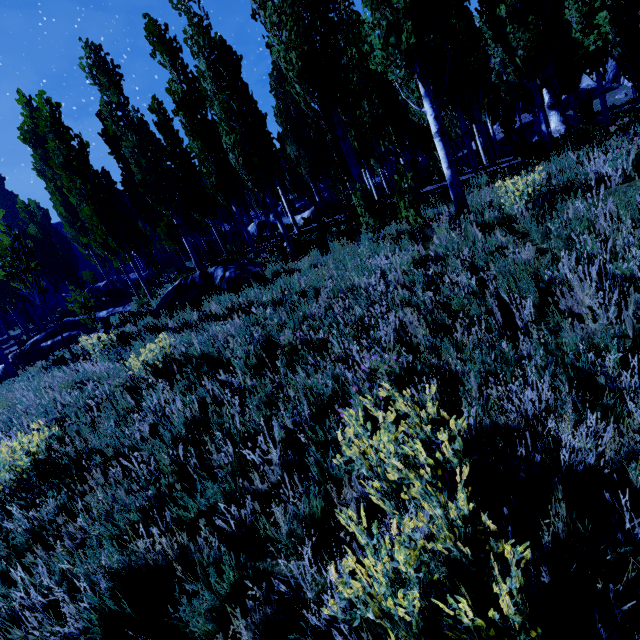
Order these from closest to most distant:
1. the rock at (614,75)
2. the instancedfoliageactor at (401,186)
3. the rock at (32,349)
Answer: the instancedfoliageactor at (401,186)
the rock at (32,349)
the rock at (614,75)

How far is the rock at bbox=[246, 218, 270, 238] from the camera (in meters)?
25.44

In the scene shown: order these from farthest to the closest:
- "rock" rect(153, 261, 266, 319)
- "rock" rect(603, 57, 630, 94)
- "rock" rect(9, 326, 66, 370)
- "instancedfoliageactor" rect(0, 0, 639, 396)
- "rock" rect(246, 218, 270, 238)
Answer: "rock" rect(603, 57, 630, 94) < "rock" rect(246, 218, 270, 238) < "rock" rect(9, 326, 66, 370) < "rock" rect(153, 261, 266, 319) < "instancedfoliageactor" rect(0, 0, 639, 396)

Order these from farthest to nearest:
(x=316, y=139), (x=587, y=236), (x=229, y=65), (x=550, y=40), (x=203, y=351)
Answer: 1. (x=316, y=139)
2. (x=229, y=65)
3. (x=550, y=40)
4. (x=203, y=351)
5. (x=587, y=236)

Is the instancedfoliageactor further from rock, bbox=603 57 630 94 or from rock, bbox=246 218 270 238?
rock, bbox=246 218 270 238

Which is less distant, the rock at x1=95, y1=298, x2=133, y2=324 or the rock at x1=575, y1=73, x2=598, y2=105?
the rock at x1=95, y1=298, x2=133, y2=324

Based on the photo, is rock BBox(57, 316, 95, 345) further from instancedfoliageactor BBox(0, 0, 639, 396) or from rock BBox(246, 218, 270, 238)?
rock BBox(246, 218, 270, 238)

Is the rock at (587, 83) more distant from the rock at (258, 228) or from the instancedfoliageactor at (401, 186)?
the rock at (258, 228)
